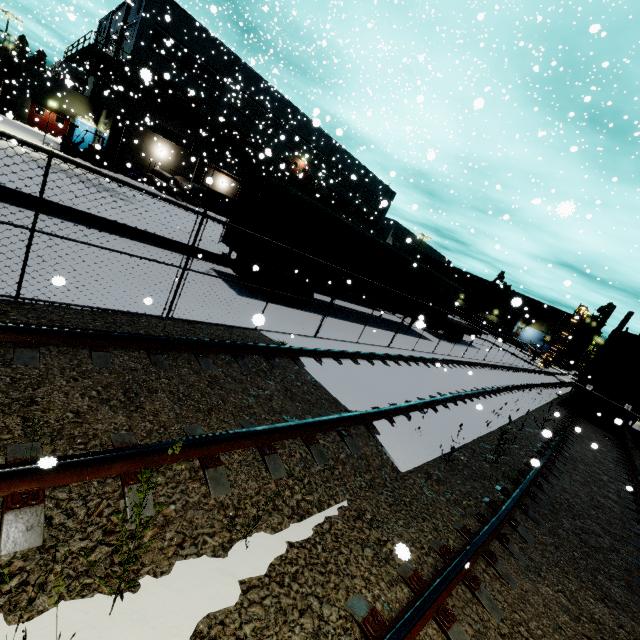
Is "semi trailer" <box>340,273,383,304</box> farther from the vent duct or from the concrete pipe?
the concrete pipe

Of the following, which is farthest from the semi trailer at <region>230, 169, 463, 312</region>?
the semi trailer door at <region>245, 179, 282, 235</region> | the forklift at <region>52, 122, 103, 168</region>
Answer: the forklift at <region>52, 122, 103, 168</region>

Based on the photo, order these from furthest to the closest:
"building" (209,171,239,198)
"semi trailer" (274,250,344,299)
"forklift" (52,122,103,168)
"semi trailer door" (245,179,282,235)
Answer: "building" (209,171,239,198) → "forklift" (52,122,103,168) → "semi trailer" (274,250,344,299) → "semi trailer door" (245,179,282,235)

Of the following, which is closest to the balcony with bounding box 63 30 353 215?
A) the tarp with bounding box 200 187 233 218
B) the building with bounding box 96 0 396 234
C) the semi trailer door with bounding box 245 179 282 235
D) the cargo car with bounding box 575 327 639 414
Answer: the building with bounding box 96 0 396 234

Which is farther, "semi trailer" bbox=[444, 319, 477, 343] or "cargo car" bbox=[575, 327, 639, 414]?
"semi trailer" bbox=[444, 319, 477, 343]

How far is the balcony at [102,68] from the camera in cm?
2494

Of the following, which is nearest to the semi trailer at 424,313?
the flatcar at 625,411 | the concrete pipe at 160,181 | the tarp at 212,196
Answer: the tarp at 212,196

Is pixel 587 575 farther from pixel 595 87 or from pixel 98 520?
pixel 595 87
